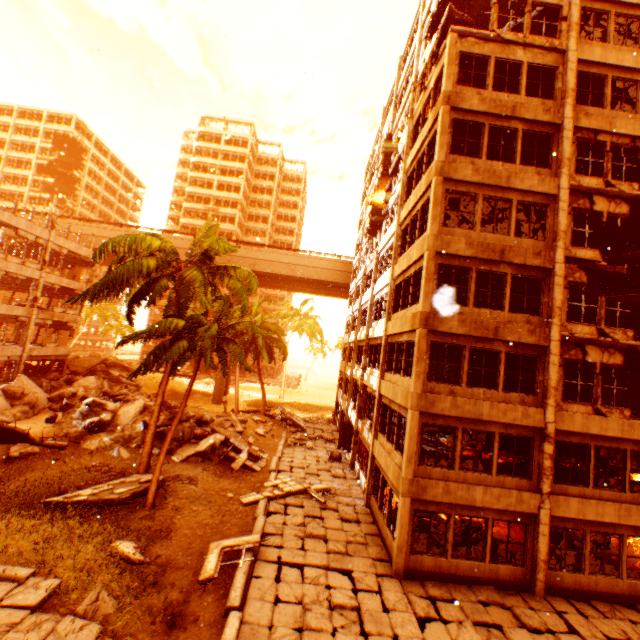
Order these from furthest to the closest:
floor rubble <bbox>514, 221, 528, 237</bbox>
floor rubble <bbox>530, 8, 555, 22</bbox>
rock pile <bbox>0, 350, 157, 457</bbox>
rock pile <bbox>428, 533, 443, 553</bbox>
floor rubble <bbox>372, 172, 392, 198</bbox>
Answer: floor rubble <bbox>372, 172, 392, 198</bbox>, rock pile <bbox>0, 350, 157, 457</bbox>, floor rubble <bbox>514, 221, 528, 237</bbox>, floor rubble <bbox>530, 8, 555, 22</bbox>, rock pile <bbox>428, 533, 443, 553</bbox>

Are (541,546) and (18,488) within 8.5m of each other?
no

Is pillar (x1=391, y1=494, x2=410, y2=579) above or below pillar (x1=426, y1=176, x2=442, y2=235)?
below

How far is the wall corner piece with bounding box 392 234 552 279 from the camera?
12.25m

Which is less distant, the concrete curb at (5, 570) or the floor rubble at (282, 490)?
the concrete curb at (5, 570)

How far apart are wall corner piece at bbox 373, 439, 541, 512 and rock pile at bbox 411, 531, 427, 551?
2.0m

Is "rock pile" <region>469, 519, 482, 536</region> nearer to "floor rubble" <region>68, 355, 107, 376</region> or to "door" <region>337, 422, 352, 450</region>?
"door" <region>337, 422, 352, 450</region>

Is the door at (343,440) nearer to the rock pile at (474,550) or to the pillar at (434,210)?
the pillar at (434,210)
